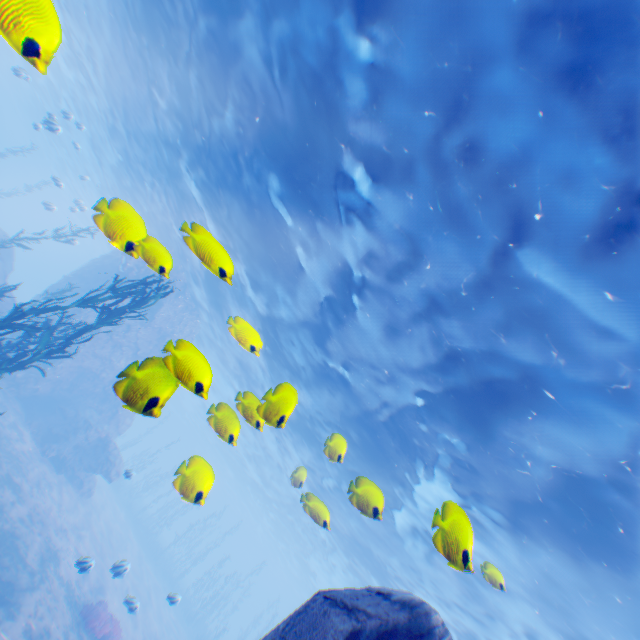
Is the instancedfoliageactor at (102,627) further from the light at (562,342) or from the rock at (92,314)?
the light at (562,342)

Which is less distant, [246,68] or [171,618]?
[246,68]

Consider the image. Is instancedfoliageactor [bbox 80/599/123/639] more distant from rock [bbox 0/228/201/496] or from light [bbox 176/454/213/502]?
light [bbox 176/454/213/502]

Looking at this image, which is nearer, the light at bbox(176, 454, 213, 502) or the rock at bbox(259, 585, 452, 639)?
the rock at bbox(259, 585, 452, 639)

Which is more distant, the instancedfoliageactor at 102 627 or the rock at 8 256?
the rock at 8 256

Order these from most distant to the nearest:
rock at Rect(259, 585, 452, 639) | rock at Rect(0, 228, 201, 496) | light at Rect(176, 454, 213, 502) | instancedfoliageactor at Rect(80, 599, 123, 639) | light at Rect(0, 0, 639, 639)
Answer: instancedfoliageactor at Rect(80, 599, 123, 639)
light at Rect(0, 0, 639, 639)
light at Rect(176, 454, 213, 502)
rock at Rect(0, 228, 201, 496)
rock at Rect(259, 585, 452, 639)

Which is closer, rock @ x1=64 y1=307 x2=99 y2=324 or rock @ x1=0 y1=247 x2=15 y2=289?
rock @ x1=0 y1=247 x2=15 y2=289

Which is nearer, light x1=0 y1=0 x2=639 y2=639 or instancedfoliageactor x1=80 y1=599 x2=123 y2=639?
light x1=0 y1=0 x2=639 y2=639
